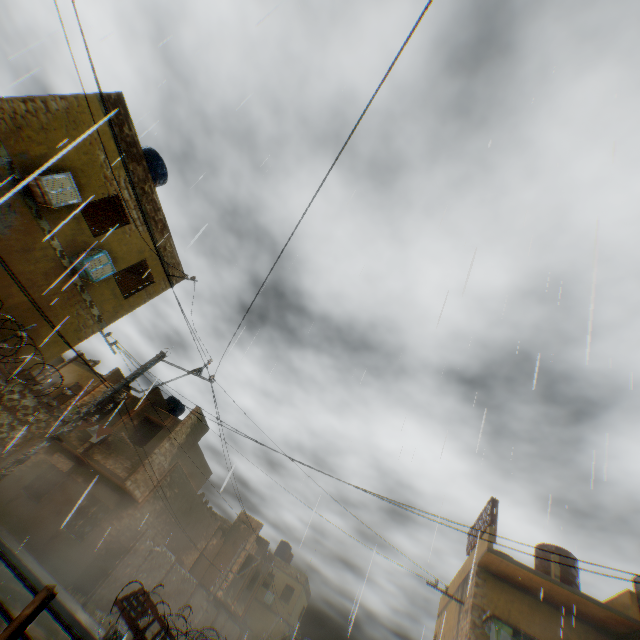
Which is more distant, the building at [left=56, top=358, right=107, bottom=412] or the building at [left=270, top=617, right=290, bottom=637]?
the building at [left=270, top=617, right=290, bottom=637]

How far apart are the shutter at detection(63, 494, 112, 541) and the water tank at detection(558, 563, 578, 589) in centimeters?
2032cm

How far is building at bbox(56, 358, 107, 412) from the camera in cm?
1944

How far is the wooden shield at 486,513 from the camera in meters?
13.7 m

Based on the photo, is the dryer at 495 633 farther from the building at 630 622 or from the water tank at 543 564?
the water tank at 543 564

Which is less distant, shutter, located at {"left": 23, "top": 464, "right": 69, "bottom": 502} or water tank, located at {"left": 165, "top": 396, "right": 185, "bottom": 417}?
shutter, located at {"left": 23, "top": 464, "right": 69, "bottom": 502}

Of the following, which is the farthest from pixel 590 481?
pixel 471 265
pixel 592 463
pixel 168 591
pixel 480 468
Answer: pixel 168 591
